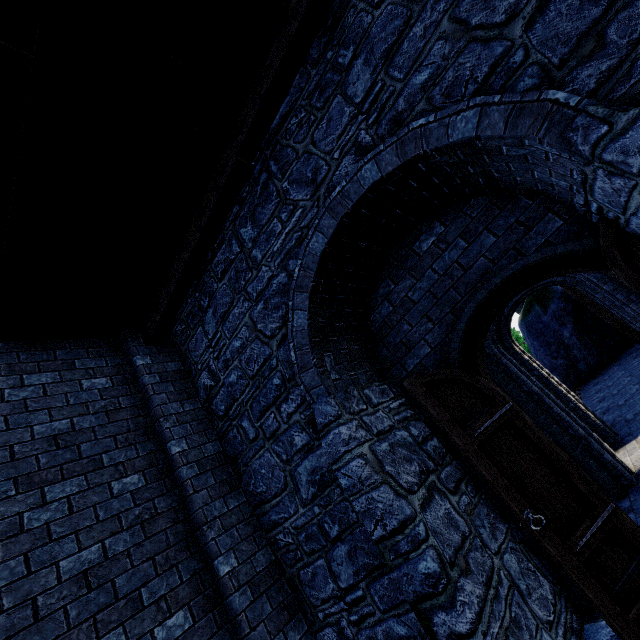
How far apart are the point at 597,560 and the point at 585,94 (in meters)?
3.69
